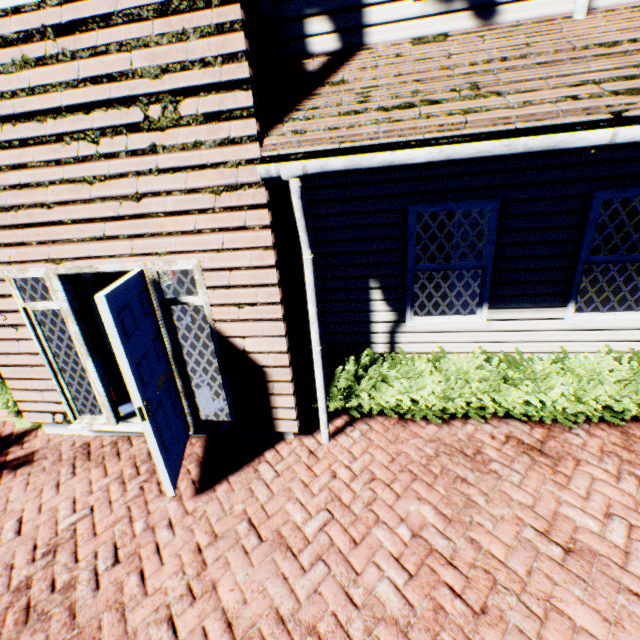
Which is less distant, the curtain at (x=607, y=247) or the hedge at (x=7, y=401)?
the curtain at (x=607, y=247)

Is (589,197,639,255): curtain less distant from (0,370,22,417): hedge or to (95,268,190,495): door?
(95,268,190,495): door

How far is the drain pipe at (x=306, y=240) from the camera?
2.82m

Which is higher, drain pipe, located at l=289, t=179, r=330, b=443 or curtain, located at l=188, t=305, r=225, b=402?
drain pipe, located at l=289, t=179, r=330, b=443

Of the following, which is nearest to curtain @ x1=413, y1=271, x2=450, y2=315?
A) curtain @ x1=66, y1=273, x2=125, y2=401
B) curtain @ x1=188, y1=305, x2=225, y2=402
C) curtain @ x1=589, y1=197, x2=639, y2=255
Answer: curtain @ x1=589, y1=197, x2=639, y2=255

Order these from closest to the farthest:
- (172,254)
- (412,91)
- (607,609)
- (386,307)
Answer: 1. (607,609)
2. (412,91)
3. (172,254)
4. (386,307)

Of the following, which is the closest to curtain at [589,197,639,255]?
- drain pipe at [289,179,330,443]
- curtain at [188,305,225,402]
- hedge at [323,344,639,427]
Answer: hedge at [323,344,639,427]

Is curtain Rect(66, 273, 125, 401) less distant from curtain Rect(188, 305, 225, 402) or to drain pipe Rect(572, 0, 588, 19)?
curtain Rect(188, 305, 225, 402)
